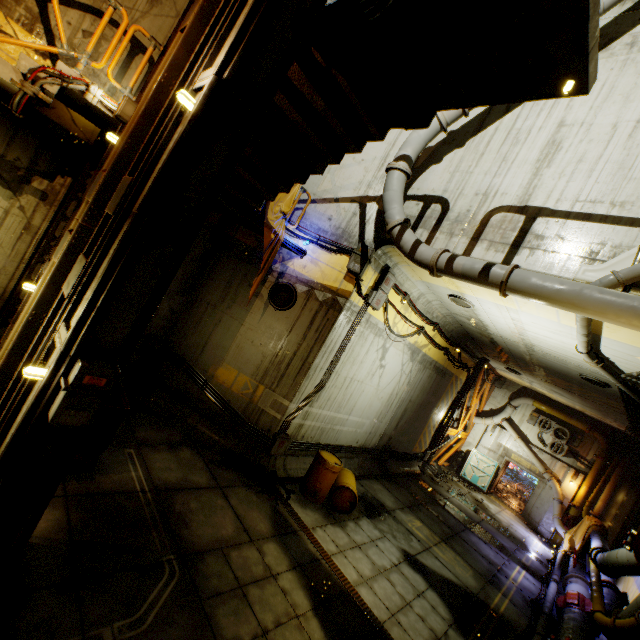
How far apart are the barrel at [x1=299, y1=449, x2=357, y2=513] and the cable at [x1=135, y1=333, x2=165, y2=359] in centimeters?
535cm

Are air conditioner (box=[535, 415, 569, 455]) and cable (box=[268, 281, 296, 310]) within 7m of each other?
no

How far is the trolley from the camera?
5.49m

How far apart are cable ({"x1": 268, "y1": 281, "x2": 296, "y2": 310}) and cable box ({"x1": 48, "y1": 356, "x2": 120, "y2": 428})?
5.9 meters

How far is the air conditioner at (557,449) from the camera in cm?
1836

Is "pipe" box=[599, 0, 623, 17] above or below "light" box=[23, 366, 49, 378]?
above

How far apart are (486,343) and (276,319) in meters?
10.2

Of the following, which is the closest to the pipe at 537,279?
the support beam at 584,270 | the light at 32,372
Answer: the support beam at 584,270
